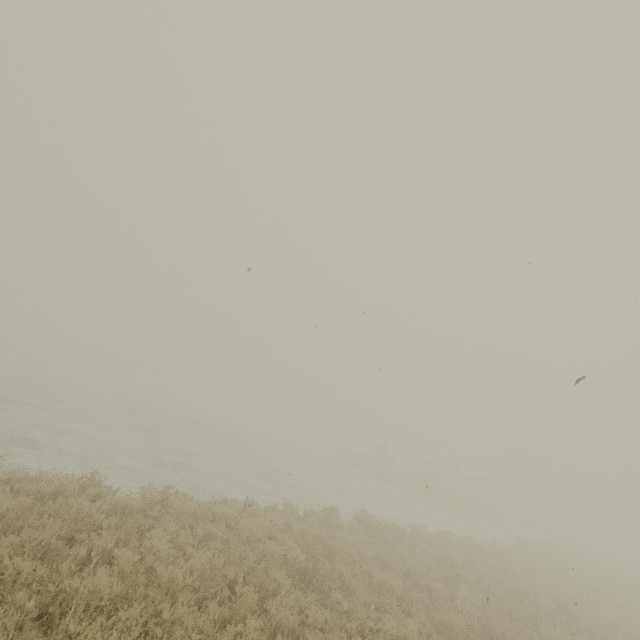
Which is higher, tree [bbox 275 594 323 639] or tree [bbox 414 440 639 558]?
tree [bbox 414 440 639 558]

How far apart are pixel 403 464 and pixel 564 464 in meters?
24.9 m

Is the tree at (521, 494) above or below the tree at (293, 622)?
above

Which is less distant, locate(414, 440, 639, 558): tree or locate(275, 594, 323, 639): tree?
locate(275, 594, 323, 639): tree

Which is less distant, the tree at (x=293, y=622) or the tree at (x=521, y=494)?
the tree at (x=293, y=622)
